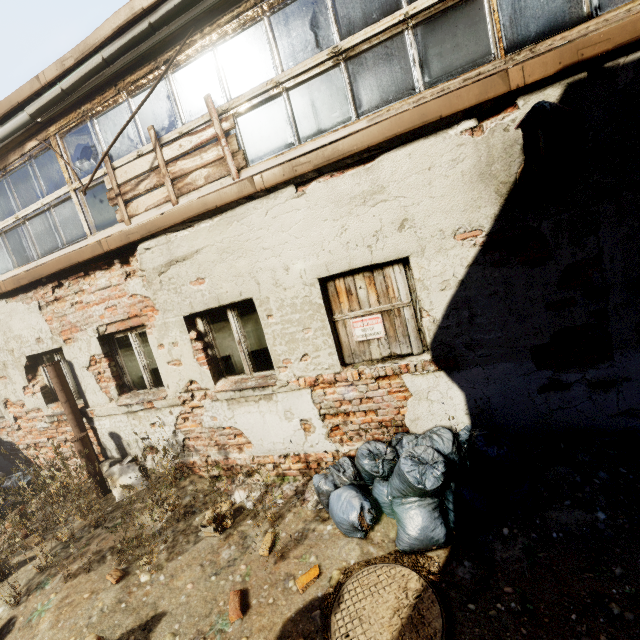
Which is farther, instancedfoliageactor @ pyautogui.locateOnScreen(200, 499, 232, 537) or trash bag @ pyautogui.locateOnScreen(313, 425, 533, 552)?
instancedfoliageactor @ pyautogui.locateOnScreen(200, 499, 232, 537)

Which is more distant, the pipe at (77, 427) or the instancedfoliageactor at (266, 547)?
the pipe at (77, 427)

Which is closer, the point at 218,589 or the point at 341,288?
the point at 218,589

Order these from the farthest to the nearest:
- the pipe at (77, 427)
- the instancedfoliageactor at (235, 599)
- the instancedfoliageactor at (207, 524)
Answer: the pipe at (77, 427), the instancedfoliageactor at (207, 524), the instancedfoliageactor at (235, 599)

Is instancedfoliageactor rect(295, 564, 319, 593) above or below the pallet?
below

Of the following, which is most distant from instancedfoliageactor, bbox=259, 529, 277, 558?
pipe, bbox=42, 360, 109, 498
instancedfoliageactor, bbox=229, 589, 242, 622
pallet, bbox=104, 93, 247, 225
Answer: pallet, bbox=104, 93, 247, 225

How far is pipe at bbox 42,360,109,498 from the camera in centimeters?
509cm

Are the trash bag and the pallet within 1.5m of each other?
no
